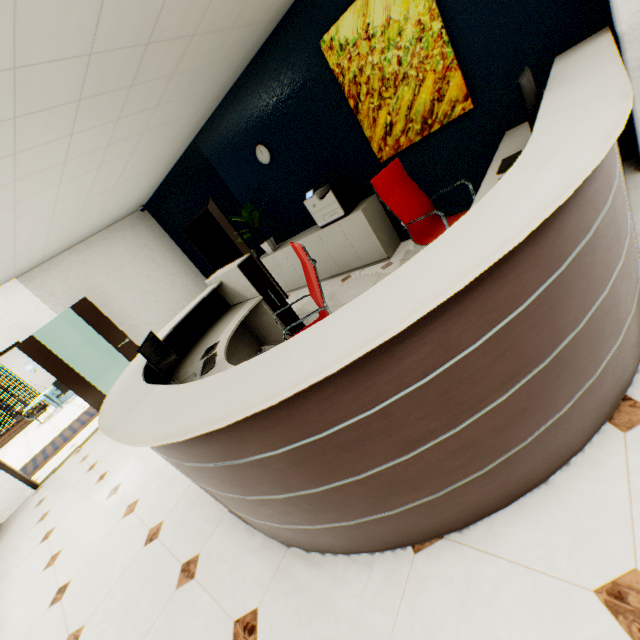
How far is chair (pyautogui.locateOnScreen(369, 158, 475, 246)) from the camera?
2.98m

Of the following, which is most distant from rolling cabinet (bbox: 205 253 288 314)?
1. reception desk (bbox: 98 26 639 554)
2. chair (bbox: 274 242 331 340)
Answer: chair (bbox: 274 242 331 340)

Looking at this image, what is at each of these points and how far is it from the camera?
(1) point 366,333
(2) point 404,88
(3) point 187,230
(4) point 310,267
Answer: (1) reception desk, 0.99m
(2) picture, 3.46m
(3) door, 7.41m
(4) chair, 2.61m

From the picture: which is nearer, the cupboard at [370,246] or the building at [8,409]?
the cupboard at [370,246]

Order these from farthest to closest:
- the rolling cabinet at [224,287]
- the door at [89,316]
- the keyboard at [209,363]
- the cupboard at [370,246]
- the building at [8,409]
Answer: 1. the building at [8,409]
2. the door at [89,316]
3. the cupboard at [370,246]
4. the rolling cabinet at [224,287]
5. the keyboard at [209,363]

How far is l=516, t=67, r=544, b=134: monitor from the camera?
2.0m

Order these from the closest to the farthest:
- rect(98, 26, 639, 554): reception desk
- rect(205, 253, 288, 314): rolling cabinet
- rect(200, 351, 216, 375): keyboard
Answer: rect(98, 26, 639, 554): reception desk
rect(200, 351, 216, 375): keyboard
rect(205, 253, 288, 314): rolling cabinet

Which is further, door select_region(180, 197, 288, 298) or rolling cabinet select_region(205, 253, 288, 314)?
door select_region(180, 197, 288, 298)
